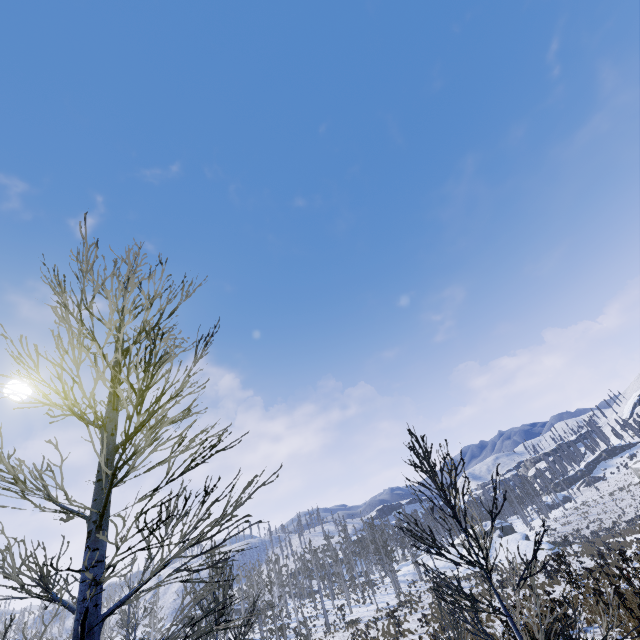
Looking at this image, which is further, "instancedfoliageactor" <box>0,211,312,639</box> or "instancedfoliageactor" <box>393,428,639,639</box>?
"instancedfoliageactor" <box>393,428,639,639</box>

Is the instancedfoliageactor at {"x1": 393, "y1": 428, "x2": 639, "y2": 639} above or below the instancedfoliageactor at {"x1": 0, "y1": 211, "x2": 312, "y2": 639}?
below

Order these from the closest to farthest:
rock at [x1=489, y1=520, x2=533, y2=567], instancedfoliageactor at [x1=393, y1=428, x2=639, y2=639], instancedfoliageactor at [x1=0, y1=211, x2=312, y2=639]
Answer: instancedfoliageactor at [x1=0, y1=211, x2=312, y2=639], instancedfoliageactor at [x1=393, y1=428, x2=639, y2=639], rock at [x1=489, y1=520, x2=533, y2=567]

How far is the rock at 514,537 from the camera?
41.5m

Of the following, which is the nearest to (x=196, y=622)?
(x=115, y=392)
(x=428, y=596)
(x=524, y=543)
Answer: (x=115, y=392)

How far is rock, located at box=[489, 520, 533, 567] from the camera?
41.47m

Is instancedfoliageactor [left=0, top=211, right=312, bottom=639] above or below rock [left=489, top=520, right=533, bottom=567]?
above

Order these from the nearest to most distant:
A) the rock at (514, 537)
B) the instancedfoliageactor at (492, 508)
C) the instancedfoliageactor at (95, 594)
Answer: the instancedfoliageactor at (95, 594) < the instancedfoliageactor at (492, 508) < the rock at (514, 537)
